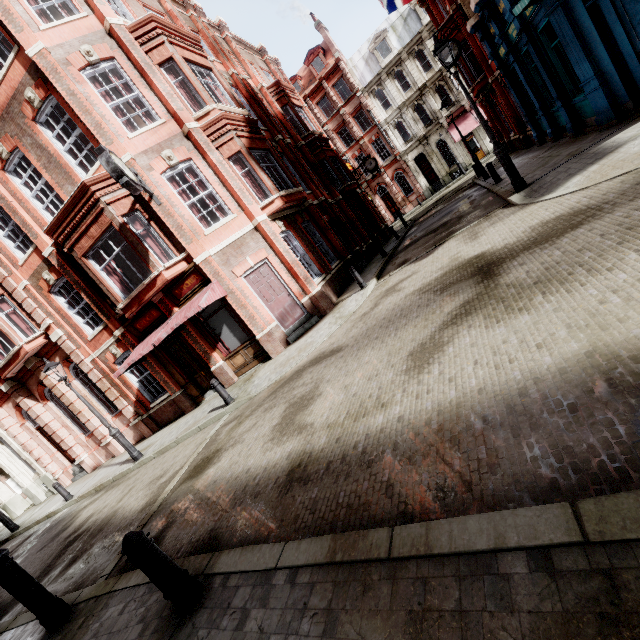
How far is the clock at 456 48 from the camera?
14.94m

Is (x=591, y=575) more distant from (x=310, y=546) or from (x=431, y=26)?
(x=431, y=26)

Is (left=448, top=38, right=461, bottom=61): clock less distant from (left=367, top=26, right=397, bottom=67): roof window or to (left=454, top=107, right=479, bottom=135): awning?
(left=454, top=107, right=479, bottom=135): awning

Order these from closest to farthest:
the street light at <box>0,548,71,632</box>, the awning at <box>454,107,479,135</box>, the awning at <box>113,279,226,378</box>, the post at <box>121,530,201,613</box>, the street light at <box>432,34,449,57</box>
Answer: the post at <box>121,530,201,613</box> < the street light at <box>0,548,71,632</box> < the street light at <box>432,34,449,57</box> < the awning at <box>113,279,226,378</box> < the awning at <box>454,107,479,135</box>

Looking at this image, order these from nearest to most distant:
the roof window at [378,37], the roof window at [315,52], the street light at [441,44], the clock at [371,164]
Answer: the street light at [441,44] < the clock at [371,164] < the roof window at [378,37] < the roof window at [315,52]

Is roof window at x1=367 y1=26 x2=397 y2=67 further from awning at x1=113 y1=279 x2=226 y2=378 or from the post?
the post

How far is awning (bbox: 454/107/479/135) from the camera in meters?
32.0

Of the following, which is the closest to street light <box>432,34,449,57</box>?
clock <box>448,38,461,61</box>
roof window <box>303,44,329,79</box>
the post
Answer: clock <box>448,38,461,61</box>
